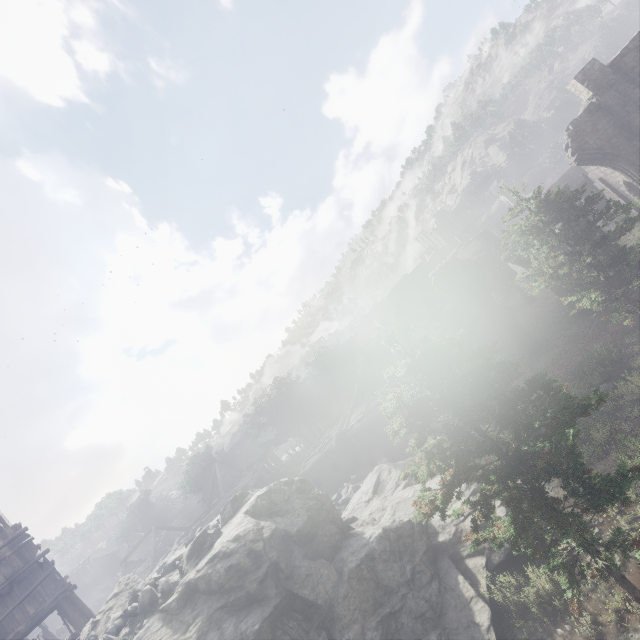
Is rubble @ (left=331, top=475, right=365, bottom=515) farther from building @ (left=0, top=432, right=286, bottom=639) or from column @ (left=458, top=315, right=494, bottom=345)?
column @ (left=458, top=315, right=494, bottom=345)

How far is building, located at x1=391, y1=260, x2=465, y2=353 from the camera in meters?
21.7

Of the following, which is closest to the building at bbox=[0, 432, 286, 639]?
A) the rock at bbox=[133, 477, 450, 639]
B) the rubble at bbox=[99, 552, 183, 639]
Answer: the rock at bbox=[133, 477, 450, 639]

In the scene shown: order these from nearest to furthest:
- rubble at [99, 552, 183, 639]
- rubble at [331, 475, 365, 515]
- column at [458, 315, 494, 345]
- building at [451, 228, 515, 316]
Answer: rubble at [99, 552, 183, 639] → rubble at [331, 475, 365, 515] → column at [458, 315, 494, 345] → building at [451, 228, 515, 316]

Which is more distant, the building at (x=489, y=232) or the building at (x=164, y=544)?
the building at (x=489, y=232)

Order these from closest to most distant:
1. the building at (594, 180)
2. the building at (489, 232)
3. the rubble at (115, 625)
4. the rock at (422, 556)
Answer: the rock at (422, 556), the rubble at (115, 625), the building at (594, 180), the building at (489, 232)

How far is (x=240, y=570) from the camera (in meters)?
9.67
